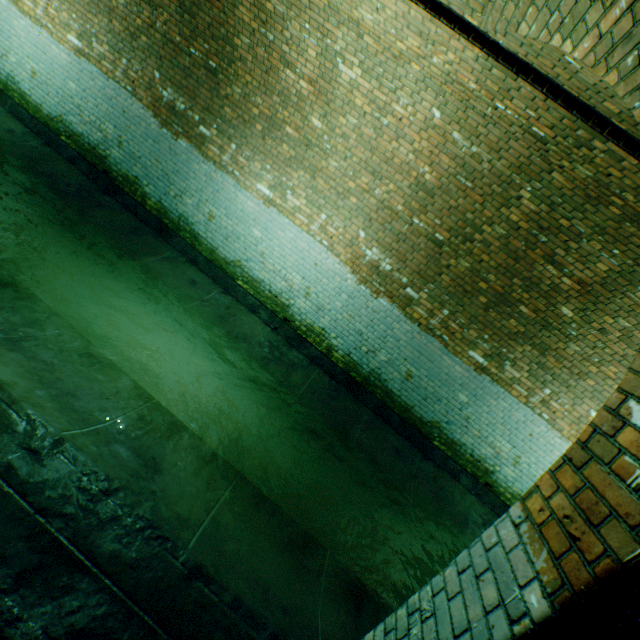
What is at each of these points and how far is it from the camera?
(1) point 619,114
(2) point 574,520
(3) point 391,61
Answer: (1) support arch, 2.5m
(2) support arch, 1.2m
(3) building tunnel, 4.0m

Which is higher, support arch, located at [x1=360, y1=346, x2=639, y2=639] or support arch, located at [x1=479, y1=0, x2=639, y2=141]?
support arch, located at [x1=479, y1=0, x2=639, y2=141]

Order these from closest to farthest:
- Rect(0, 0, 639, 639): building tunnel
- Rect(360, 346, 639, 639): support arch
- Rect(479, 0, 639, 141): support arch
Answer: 1. Rect(360, 346, 639, 639): support arch
2. Rect(479, 0, 639, 141): support arch
3. Rect(0, 0, 639, 639): building tunnel

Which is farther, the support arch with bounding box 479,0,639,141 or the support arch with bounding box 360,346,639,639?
the support arch with bounding box 479,0,639,141

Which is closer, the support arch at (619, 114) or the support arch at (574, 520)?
the support arch at (574, 520)

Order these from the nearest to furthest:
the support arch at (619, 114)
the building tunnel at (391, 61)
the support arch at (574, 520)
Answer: the support arch at (574, 520) < the support arch at (619, 114) < the building tunnel at (391, 61)

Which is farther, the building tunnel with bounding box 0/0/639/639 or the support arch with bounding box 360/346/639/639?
the building tunnel with bounding box 0/0/639/639
